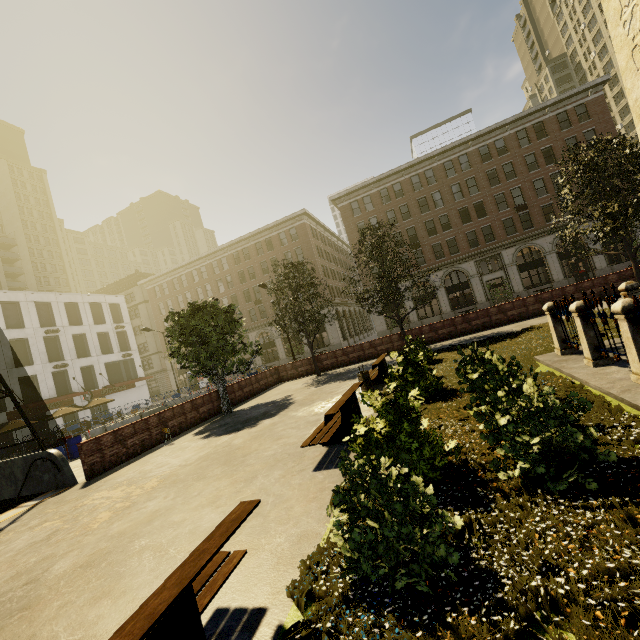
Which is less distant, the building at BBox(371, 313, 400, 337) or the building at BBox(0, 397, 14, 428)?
the building at BBox(0, 397, 14, 428)

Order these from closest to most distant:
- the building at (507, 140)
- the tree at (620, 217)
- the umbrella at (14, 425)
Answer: the tree at (620, 217) < the umbrella at (14, 425) < the building at (507, 140)

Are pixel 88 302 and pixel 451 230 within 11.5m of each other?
no

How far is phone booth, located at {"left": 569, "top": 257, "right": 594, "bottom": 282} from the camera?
33.34m

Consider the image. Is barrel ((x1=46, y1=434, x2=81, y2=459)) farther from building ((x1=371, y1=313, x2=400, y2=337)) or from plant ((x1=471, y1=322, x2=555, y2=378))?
building ((x1=371, y1=313, x2=400, y2=337))

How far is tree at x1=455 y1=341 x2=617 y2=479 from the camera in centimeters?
340cm

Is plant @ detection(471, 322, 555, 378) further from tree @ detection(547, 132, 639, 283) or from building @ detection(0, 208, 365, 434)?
building @ detection(0, 208, 365, 434)

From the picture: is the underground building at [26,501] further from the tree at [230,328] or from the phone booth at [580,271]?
the phone booth at [580,271]
